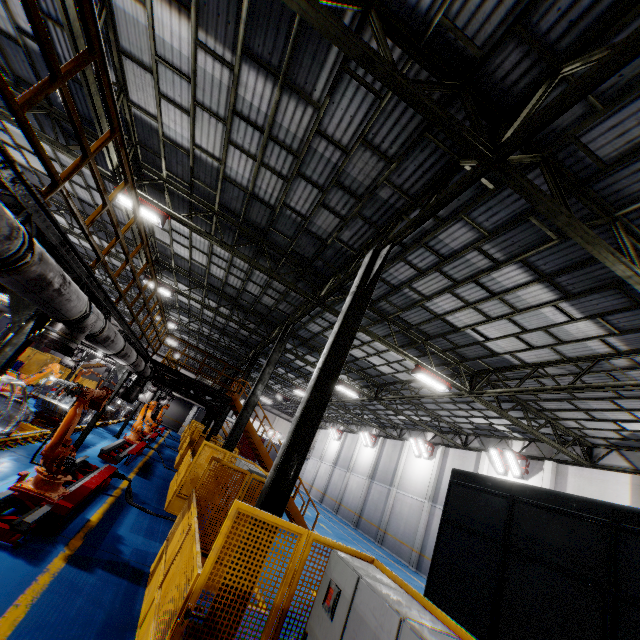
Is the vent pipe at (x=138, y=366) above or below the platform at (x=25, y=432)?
above

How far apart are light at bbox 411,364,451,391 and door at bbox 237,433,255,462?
45.29m

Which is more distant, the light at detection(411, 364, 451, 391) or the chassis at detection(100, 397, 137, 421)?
the chassis at detection(100, 397, 137, 421)

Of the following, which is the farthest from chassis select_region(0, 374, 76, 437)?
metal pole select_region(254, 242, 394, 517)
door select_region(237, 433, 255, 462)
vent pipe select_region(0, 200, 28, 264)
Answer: door select_region(237, 433, 255, 462)

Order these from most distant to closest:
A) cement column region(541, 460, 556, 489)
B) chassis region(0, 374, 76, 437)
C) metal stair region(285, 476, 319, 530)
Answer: cement column region(541, 460, 556, 489), metal stair region(285, 476, 319, 530), chassis region(0, 374, 76, 437)

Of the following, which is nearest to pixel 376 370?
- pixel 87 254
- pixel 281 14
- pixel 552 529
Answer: pixel 552 529

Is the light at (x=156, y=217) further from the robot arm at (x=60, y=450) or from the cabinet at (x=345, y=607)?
the cabinet at (x=345, y=607)

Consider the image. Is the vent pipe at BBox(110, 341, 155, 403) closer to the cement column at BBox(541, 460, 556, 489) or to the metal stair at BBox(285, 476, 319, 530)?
the metal stair at BBox(285, 476, 319, 530)
